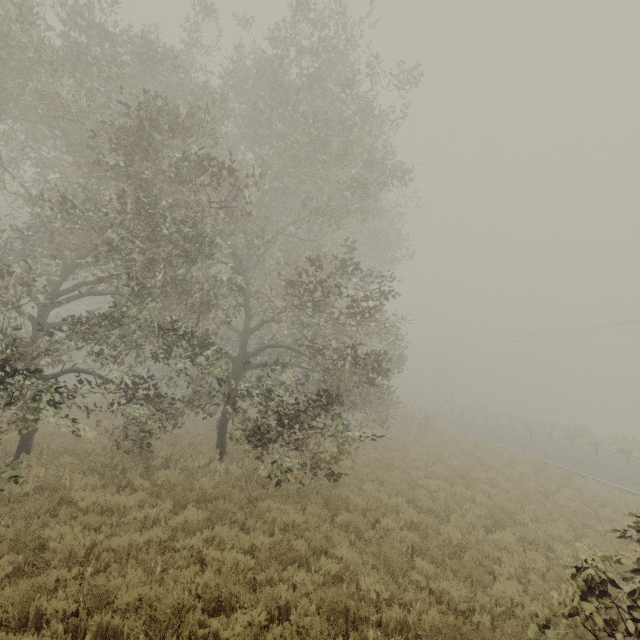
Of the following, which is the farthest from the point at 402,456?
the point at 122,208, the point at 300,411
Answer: the point at 122,208

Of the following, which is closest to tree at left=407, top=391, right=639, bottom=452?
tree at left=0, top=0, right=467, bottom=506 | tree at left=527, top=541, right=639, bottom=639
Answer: tree at left=0, top=0, right=467, bottom=506

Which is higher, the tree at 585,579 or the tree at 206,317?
the tree at 206,317

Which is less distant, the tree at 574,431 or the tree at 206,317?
the tree at 206,317

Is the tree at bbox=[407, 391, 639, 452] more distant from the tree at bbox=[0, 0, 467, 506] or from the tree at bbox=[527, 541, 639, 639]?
the tree at bbox=[527, 541, 639, 639]

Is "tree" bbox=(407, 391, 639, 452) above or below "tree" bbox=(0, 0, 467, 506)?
below

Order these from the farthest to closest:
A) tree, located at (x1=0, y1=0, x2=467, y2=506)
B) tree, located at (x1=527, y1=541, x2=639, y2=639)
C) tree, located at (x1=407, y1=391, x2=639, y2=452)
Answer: tree, located at (x1=407, y1=391, x2=639, y2=452)
tree, located at (x1=0, y1=0, x2=467, y2=506)
tree, located at (x1=527, y1=541, x2=639, y2=639)

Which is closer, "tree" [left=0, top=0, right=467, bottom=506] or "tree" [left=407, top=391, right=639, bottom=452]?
"tree" [left=0, top=0, right=467, bottom=506]
